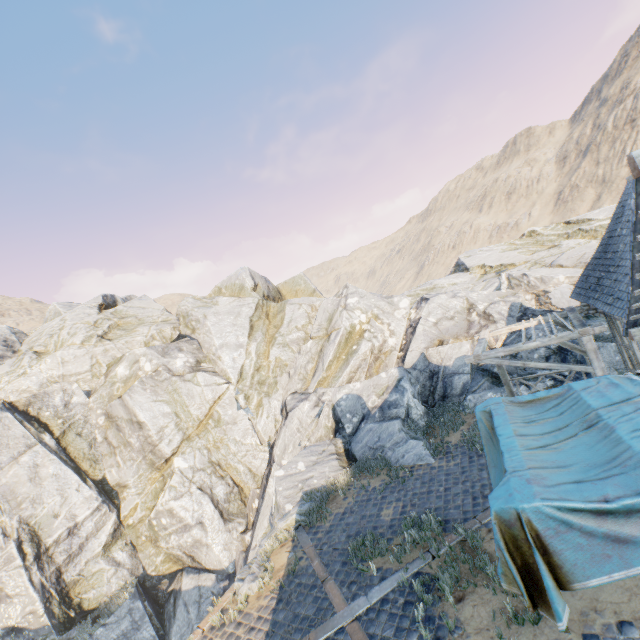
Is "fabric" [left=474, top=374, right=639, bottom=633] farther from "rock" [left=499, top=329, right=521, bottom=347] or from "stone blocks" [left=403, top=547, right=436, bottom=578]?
"rock" [left=499, top=329, right=521, bottom=347]

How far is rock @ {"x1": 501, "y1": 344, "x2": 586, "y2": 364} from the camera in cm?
1253

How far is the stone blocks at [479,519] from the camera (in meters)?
7.67

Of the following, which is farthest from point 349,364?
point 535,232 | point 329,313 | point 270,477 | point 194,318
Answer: point 535,232

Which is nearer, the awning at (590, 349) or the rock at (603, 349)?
the awning at (590, 349)

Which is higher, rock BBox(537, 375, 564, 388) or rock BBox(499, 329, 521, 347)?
rock BBox(499, 329, 521, 347)

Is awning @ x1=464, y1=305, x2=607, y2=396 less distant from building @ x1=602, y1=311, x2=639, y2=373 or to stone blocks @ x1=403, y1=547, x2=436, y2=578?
stone blocks @ x1=403, y1=547, x2=436, y2=578

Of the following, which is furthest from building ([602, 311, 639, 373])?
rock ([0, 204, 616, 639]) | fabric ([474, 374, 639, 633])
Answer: rock ([0, 204, 616, 639])
